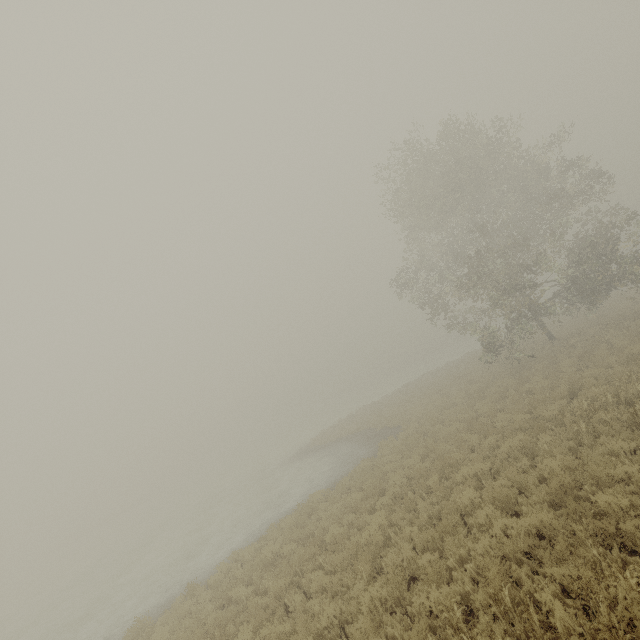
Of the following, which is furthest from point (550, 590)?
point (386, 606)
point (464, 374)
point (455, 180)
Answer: point (464, 374)
